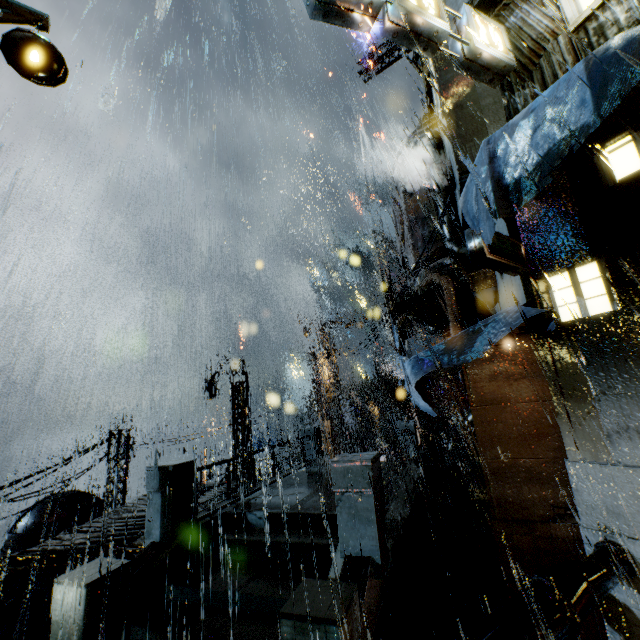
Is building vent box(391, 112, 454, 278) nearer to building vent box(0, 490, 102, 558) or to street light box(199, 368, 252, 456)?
street light box(199, 368, 252, 456)

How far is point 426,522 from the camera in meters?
11.8 m

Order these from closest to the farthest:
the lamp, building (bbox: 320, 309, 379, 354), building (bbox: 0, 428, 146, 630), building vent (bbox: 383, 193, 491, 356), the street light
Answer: the lamp
building (bbox: 0, 428, 146, 630)
building vent (bbox: 383, 193, 491, 356)
the street light
building (bbox: 320, 309, 379, 354)

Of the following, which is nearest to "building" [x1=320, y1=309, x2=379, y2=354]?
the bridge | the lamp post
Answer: the bridge

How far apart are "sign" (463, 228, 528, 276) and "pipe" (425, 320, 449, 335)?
10.76m

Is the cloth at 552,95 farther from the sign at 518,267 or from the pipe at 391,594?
the pipe at 391,594

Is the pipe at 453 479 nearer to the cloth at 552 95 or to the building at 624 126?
the building at 624 126
